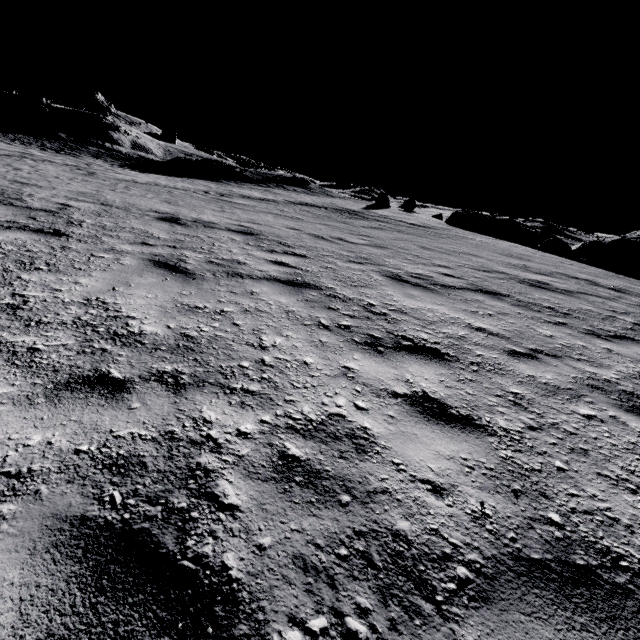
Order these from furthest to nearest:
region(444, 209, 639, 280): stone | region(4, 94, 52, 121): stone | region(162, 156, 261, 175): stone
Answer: region(4, 94, 52, 121): stone → region(162, 156, 261, 175): stone → region(444, 209, 639, 280): stone

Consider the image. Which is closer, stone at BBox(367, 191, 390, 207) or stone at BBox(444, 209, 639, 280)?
stone at BBox(444, 209, 639, 280)

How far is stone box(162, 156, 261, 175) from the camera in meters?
33.5 m

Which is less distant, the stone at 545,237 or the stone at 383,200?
the stone at 545,237

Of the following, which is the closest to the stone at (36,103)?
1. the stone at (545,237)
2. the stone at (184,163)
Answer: the stone at (184,163)

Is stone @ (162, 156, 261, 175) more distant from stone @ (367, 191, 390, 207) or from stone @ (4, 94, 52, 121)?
stone @ (4, 94, 52, 121)

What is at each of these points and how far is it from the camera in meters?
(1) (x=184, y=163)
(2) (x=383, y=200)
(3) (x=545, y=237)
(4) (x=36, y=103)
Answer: (1) stone, 34.1
(2) stone, 30.0
(3) stone, 26.1
(4) stone, 40.7

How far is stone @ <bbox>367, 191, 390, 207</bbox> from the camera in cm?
2994
